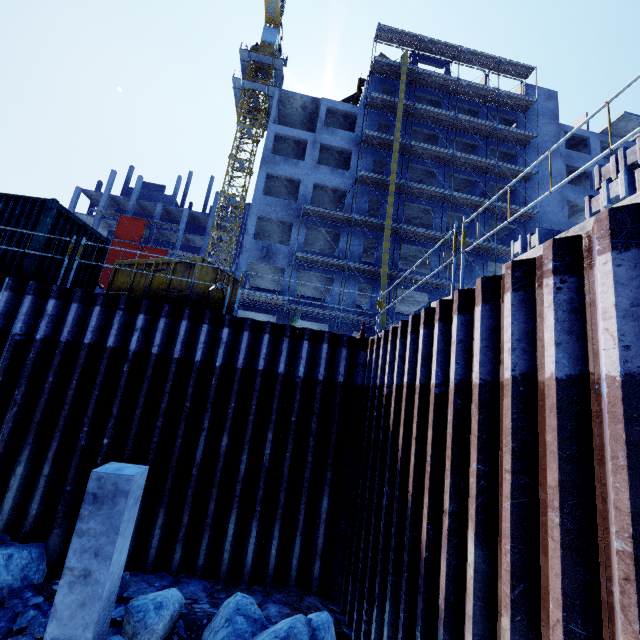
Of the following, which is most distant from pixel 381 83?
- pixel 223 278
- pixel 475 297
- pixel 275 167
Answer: pixel 475 297

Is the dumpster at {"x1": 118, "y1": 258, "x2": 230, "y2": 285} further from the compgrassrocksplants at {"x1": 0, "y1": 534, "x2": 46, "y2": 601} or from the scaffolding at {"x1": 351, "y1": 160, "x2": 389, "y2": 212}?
the compgrassrocksplants at {"x1": 0, "y1": 534, "x2": 46, "y2": 601}

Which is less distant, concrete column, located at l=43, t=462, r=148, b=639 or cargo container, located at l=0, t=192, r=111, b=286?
concrete column, located at l=43, t=462, r=148, b=639

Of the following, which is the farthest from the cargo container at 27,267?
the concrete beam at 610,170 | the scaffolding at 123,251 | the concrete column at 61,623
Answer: the concrete beam at 610,170

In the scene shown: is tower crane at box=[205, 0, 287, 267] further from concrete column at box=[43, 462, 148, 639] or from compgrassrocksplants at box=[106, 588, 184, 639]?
compgrassrocksplants at box=[106, 588, 184, 639]

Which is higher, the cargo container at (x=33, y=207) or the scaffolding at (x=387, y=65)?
the scaffolding at (x=387, y=65)

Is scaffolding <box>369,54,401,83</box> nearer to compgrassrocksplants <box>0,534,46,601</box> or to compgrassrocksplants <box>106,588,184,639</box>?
compgrassrocksplants <box>106,588,184,639</box>

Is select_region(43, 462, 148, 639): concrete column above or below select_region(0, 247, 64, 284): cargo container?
below
